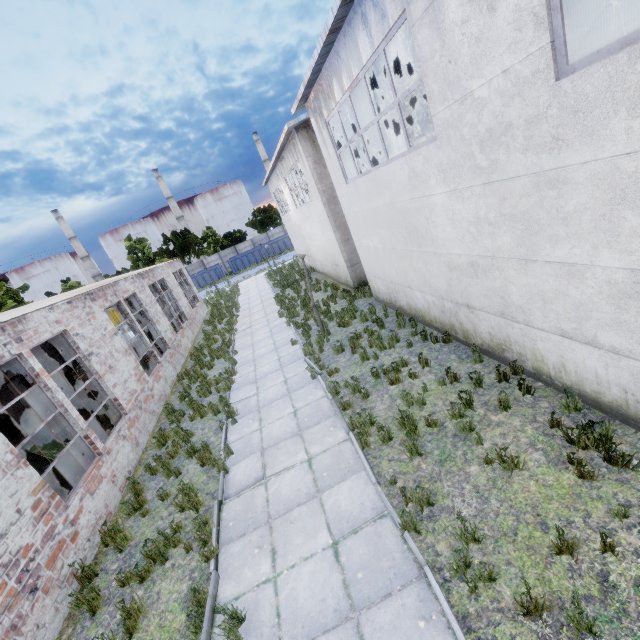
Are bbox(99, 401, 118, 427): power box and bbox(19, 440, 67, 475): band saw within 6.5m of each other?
yes

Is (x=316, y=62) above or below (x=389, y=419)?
above

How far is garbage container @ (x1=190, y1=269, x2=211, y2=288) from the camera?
46.7m

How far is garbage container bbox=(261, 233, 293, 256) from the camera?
47.94m

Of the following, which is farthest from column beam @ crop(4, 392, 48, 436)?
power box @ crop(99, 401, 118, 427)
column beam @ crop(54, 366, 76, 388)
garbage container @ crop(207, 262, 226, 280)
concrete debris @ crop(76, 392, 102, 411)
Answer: garbage container @ crop(207, 262, 226, 280)

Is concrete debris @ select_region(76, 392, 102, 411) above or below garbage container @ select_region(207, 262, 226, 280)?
below

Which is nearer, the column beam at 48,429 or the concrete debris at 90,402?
the column beam at 48,429

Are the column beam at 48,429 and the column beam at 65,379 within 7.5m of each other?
no
